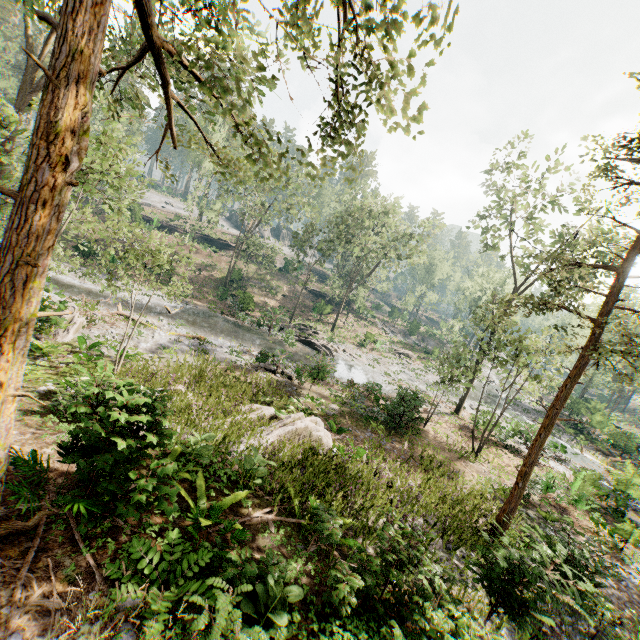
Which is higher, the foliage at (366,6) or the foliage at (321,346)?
the foliage at (366,6)

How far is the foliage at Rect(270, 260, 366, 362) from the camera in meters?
30.8

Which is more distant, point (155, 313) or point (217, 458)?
point (155, 313)

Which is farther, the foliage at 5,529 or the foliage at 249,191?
the foliage at 5,529

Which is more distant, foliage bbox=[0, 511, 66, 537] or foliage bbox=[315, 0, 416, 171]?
foliage bbox=[0, 511, 66, 537]

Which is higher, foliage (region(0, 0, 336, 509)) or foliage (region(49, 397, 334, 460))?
foliage (region(0, 0, 336, 509))
